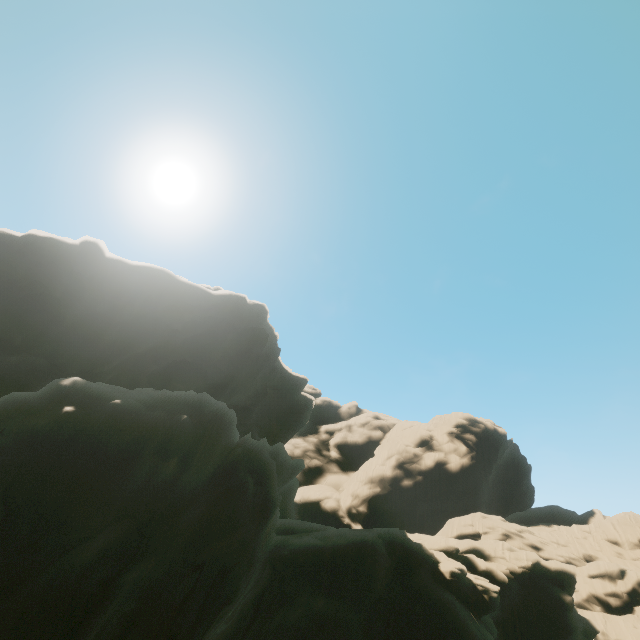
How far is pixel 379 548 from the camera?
18.3 meters
